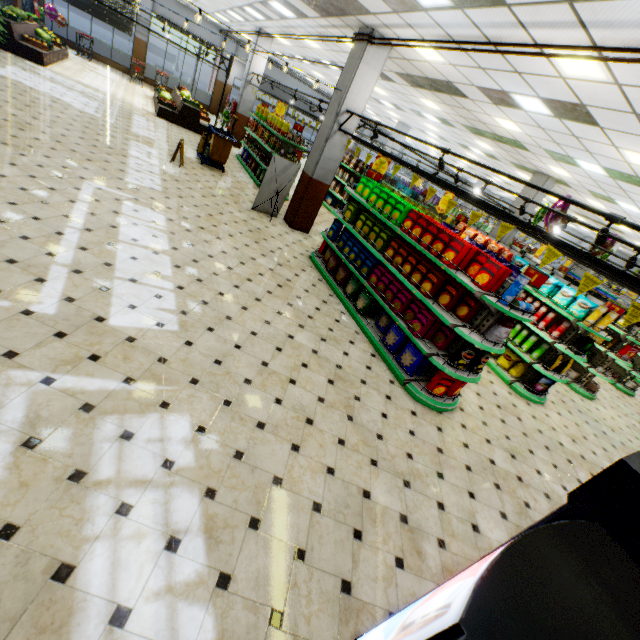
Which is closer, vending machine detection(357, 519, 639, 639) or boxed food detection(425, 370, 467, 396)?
vending machine detection(357, 519, 639, 639)

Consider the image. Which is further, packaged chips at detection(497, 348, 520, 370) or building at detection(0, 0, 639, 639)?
packaged chips at detection(497, 348, 520, 370)

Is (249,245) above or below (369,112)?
below

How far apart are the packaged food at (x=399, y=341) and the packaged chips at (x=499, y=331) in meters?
1.2

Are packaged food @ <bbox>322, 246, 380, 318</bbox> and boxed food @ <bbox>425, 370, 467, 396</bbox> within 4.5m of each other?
yes

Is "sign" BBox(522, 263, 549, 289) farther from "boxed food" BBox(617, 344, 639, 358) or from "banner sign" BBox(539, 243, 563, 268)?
"boxed food" BBox(617, 344, 639, 358)

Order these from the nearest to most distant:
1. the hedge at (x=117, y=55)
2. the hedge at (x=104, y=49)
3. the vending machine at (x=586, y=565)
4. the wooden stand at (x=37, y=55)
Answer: the vending machine at (x=586, y=565) < the wooden stand at (x=37, y=55) < the hedge at (x=104, y=49) < the hedge at (x=117, y=55)

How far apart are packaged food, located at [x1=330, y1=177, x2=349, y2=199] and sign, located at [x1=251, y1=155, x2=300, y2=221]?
4.9m
